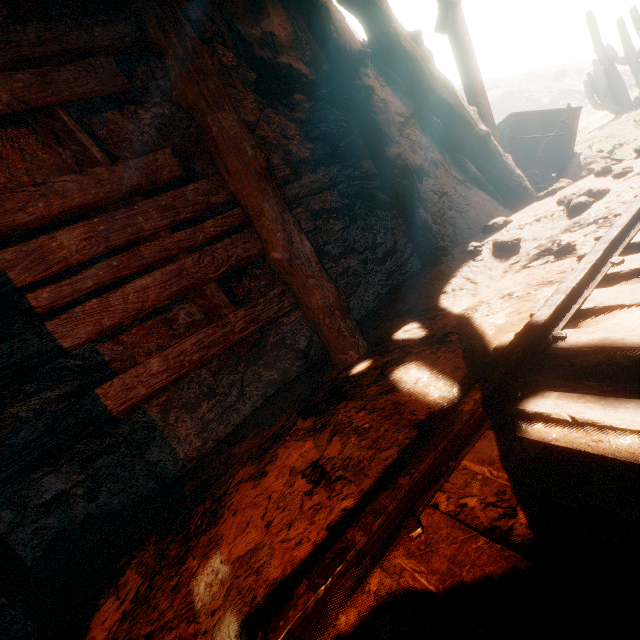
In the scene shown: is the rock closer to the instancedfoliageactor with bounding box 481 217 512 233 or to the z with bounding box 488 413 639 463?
the z with bounding box 488 413 639 463

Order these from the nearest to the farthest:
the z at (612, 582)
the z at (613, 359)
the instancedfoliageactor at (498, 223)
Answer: the z at (612, 582)
the z at (613, 359)
the instancedfoliageactor at (498, 223)

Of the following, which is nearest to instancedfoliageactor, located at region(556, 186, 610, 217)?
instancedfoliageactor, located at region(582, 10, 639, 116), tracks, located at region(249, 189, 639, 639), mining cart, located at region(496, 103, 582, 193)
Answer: tracks, located at region(249, 189, 639, 639)

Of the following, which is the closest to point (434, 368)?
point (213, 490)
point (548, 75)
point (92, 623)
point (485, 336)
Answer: point (485, 336)

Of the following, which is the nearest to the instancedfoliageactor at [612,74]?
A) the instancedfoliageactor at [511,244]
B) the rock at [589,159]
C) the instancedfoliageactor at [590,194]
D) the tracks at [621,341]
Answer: the rock at [589,159]

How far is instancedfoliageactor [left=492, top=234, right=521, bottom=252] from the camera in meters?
3.3

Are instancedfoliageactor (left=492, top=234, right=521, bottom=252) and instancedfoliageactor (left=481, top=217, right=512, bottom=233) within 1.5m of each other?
yes

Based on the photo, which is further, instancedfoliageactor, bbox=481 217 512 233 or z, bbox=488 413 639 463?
instancedfoliageactor, bbox=481 217 512 233
